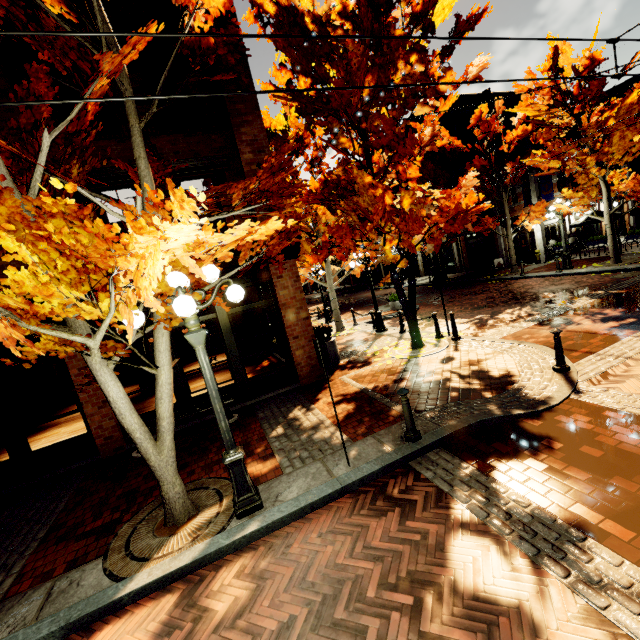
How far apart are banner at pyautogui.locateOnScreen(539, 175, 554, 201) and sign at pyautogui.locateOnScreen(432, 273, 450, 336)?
15.9m

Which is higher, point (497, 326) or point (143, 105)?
point (143, 105)

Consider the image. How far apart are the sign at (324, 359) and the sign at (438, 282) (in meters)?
6.39

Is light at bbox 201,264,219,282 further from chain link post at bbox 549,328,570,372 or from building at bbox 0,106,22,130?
chain link post at bbox 549,328,570,372

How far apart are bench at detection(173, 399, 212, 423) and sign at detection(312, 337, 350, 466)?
3.8 meters

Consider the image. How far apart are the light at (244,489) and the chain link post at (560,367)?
6.0m

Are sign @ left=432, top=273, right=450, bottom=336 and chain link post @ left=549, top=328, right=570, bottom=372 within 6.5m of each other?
yes

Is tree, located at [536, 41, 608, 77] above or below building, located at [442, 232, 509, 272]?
above
